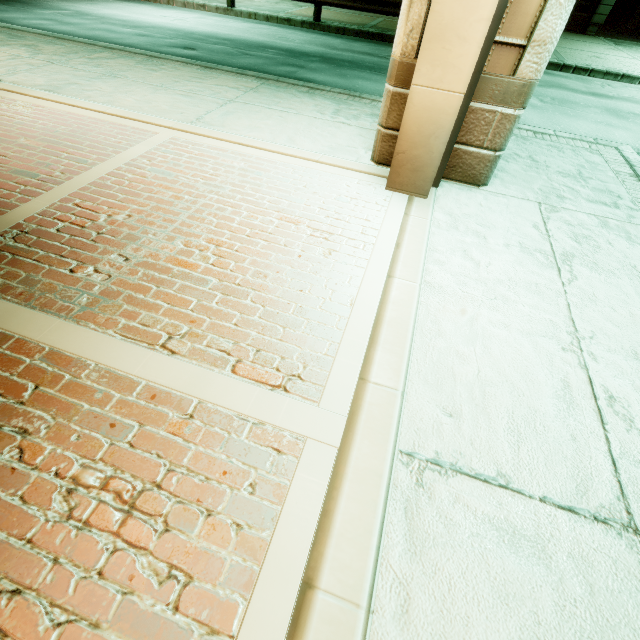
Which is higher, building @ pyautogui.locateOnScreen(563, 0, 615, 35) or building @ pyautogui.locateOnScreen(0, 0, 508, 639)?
building @ pyautogui.locateOnScreen(563, 0, 615, 35)

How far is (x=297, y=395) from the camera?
1.9m

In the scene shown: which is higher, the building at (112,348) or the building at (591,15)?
the building at (591,15)

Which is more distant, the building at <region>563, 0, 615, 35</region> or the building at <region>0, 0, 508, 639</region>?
the building at <region>563, 0, 615, 35</region>

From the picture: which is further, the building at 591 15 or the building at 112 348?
the building at 591 15
